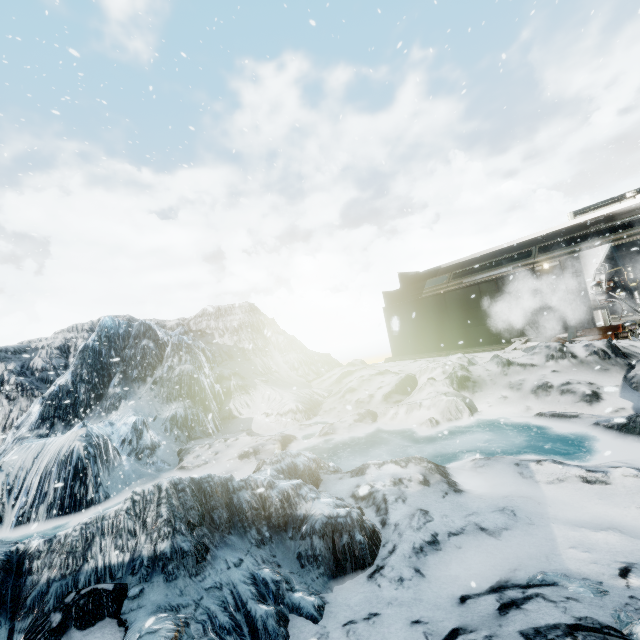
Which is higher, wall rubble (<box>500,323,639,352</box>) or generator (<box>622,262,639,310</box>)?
generator (<box>622,262,639,310</box>)

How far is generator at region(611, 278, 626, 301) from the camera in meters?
15.2

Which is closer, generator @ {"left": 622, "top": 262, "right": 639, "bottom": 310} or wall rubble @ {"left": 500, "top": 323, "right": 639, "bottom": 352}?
wall rubble @ {"left": 500, "top": 323, "right": 639, "bottom": 352}

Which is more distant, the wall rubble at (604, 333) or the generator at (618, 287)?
the generator at (618, 287)

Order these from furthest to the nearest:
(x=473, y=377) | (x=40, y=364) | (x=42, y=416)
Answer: (x=40, y=364), (x=42, y=416), (x=473, y=377)
